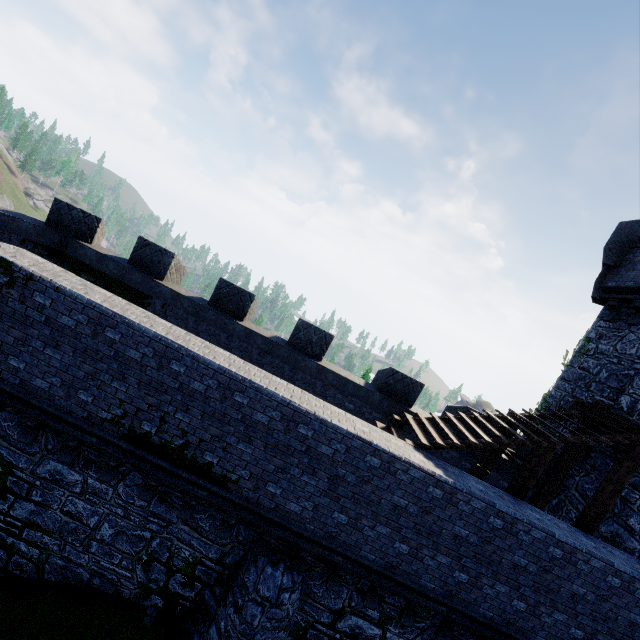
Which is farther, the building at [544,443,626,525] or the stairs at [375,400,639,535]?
the building at [544,443,626,525]

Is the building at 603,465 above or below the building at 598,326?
below

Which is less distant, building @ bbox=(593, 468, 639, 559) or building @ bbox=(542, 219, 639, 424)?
building @ bbox=(593, 468, 639, 559)

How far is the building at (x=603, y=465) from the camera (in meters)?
10.02

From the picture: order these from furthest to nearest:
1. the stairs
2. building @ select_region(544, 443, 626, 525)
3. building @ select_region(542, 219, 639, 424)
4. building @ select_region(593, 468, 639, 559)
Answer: building @ select_region(542, 219, 639, 424) < building @ select_region(544, 443, 626, 525) < building @ select_region(593, 468, 639, 559) < the stairs

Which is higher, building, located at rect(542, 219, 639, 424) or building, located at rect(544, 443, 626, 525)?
building, located at rect(542, 219, 639, 424)

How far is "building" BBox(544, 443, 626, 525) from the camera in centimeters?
1002cm

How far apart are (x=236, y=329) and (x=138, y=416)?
4.3 meters
